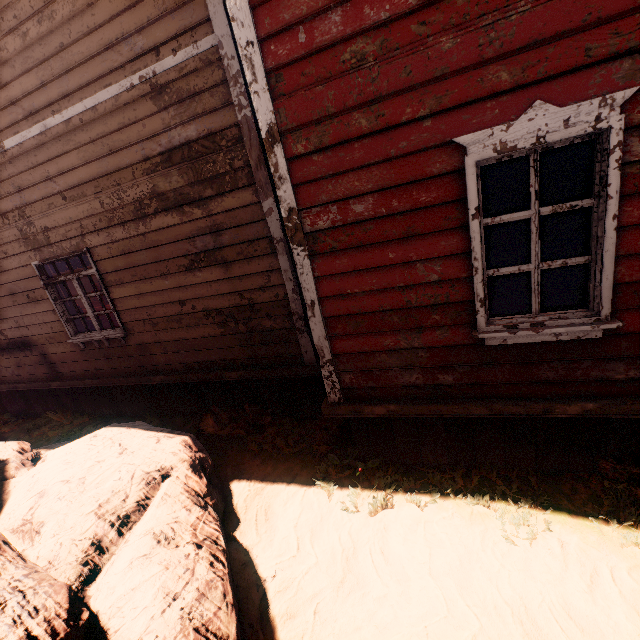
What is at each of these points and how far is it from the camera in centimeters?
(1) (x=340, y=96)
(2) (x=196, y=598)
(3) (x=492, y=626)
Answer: (1) building, 250cm
(2) rock, 229cm
(3) z, 235cm

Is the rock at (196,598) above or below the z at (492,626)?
above

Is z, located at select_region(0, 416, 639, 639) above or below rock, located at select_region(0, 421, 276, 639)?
below

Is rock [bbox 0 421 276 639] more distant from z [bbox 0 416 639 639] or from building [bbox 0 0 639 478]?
building [bbox 0 0 639 478]

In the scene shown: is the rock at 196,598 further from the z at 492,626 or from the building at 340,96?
the building at 340,96

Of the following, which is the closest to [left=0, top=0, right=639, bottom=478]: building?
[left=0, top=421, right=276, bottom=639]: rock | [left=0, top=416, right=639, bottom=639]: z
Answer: [left=0, top=416, right=639, bottom=639]: z

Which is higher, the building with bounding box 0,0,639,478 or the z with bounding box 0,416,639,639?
the building with bounding box 0,0,639,478
